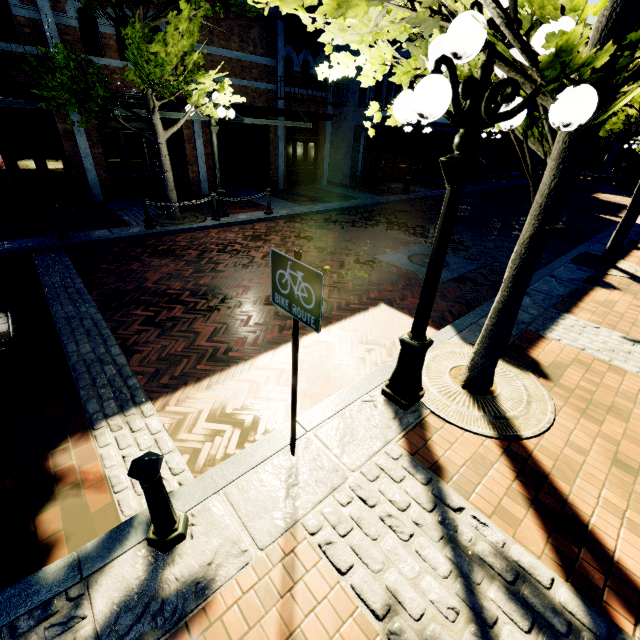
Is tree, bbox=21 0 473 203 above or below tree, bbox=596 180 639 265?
above

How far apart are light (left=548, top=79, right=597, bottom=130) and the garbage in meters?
11.7

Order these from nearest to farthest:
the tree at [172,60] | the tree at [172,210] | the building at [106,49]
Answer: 1. the tree at [172,60]
2. the building at [106,49]
3. the tree at [172,210]

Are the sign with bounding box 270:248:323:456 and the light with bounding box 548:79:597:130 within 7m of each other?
yes

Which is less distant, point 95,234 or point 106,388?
point 106,388

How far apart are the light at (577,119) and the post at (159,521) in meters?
2.4 m

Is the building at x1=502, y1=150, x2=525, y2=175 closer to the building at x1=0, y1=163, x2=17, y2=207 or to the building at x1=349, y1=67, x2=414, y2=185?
the building at x1=349, y1=67, x2=414, y2=185

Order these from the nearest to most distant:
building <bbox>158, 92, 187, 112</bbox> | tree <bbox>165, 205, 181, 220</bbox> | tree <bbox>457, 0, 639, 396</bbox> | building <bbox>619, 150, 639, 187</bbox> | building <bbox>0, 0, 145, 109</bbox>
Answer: tree <bbox>457, 0, 639, 396</bbox>
building <bbox>0, 0, 145, 109</bbox>
tree <bbox>165, 205, 181, 220</bbox>
building <bbox>158, 92, 187, 112</bbox>
building <bbox>619, 150, 639, 187</bbox>
